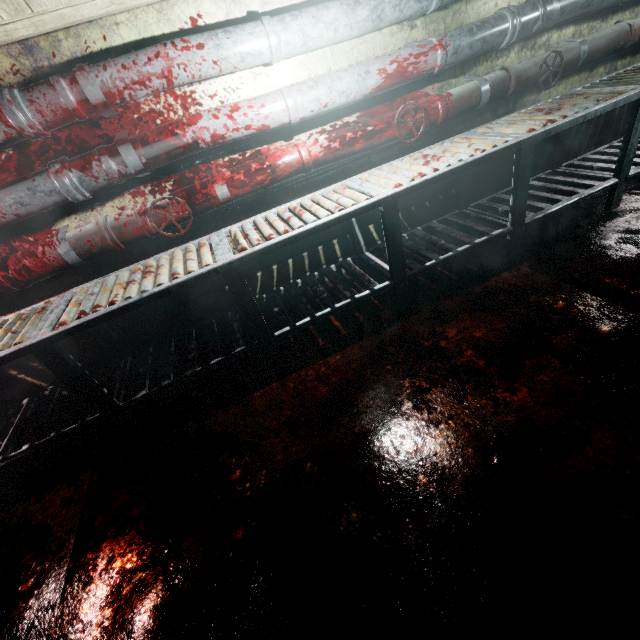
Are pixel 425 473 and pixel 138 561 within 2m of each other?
yes

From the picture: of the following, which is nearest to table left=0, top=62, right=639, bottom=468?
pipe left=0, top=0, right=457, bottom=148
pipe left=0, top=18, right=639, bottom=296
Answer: pipe left=0, top=18, right=639, bottom=296

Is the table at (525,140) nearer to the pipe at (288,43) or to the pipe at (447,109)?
the pipe at (447,109)

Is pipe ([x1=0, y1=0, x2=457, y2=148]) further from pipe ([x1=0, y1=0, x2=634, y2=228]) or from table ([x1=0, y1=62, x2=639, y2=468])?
table ([x1=0, y1=62, x2=639, y2=468])

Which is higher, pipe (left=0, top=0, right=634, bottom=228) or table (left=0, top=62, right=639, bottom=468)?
pipe (left=0, top=0, right=634, bottom=228)

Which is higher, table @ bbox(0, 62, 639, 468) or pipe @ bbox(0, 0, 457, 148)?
pipe @ bbox(0, 0, 457, 148)

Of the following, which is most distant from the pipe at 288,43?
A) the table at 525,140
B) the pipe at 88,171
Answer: the table at 525,140

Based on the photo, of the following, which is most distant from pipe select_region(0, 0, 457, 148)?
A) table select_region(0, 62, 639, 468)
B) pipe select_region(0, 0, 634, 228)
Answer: table select_region(0, 62, 639, 468)
